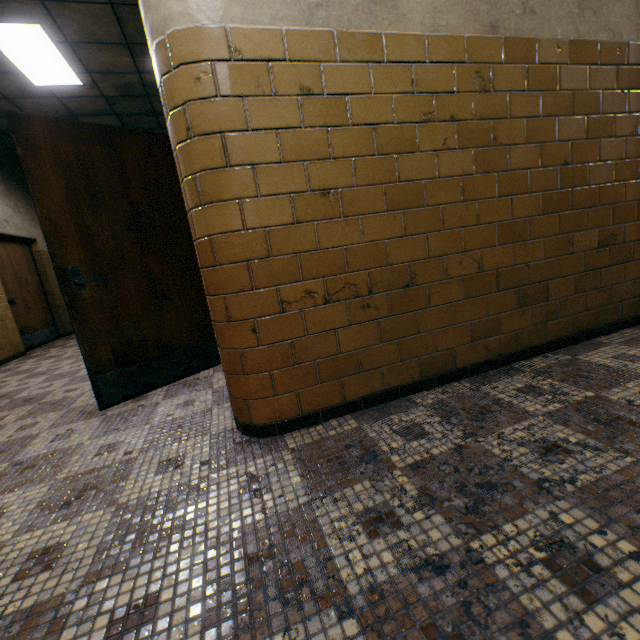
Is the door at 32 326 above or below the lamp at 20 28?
below

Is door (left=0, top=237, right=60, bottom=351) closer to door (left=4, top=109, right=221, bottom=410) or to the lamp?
the lamp

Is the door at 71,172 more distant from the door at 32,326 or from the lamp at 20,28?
the door at 32,326

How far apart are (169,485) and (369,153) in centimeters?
194cm

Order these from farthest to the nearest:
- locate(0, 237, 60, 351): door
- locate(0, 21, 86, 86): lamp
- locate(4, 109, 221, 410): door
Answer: locate(0, 237, 60, 351): door → locate(0, 21, 86, 86): lamp → locate(4, 109, 221, 410): door

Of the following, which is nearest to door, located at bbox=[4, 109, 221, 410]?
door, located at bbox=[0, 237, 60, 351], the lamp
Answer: the lamp
